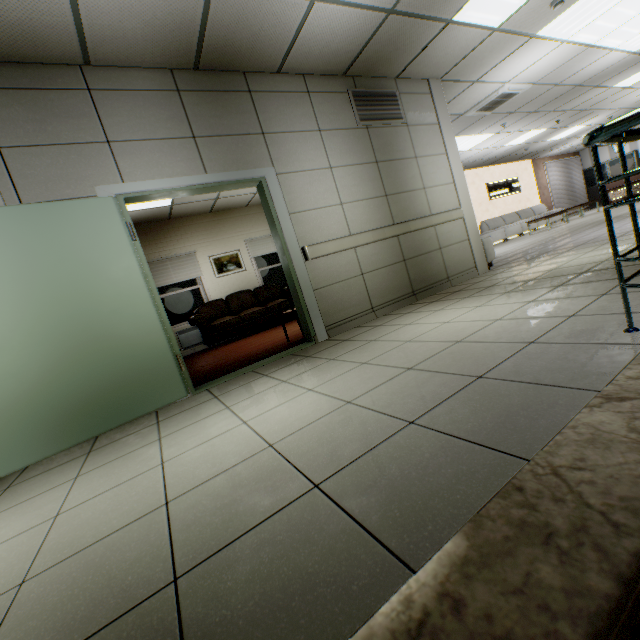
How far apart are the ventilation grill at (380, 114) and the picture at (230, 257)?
5.1 meters

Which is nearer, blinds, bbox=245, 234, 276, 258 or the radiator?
the radiator

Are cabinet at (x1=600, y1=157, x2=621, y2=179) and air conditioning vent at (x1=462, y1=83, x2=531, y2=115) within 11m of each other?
no

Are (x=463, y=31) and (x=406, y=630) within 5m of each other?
no

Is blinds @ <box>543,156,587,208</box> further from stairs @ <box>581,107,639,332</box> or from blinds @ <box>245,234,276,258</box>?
stairs @ <box>581,107,639,332</box>

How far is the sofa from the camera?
7.2 meters

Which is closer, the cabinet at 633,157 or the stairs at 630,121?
the stairs at 630,121

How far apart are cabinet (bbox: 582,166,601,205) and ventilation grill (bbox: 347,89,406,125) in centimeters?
1869cm
